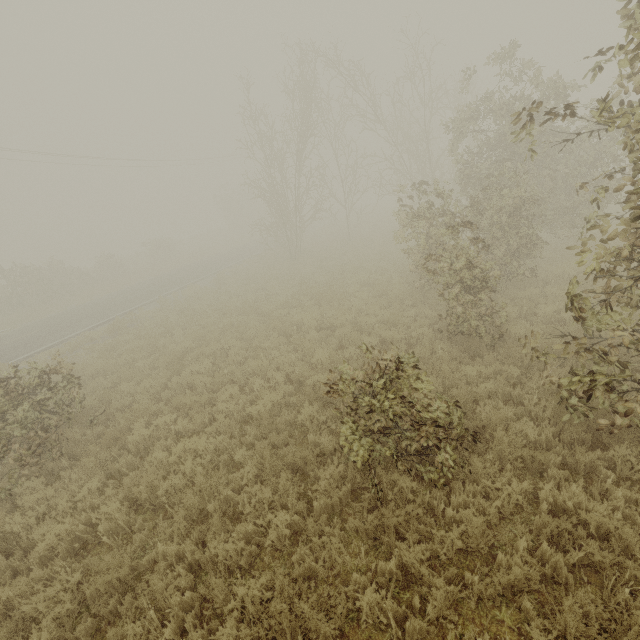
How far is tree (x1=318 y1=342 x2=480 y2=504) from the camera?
4.6 meters

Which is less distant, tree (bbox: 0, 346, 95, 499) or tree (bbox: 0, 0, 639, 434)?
tree (bbox: 0, 0, 639, 434)

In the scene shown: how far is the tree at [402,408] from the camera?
4.6m

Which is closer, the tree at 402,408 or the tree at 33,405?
the tree at 402,408

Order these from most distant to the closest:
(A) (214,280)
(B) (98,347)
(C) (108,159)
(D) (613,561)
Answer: (C) (108,159), (A) (214,280), (B) (98,347), (D) (613,561)
